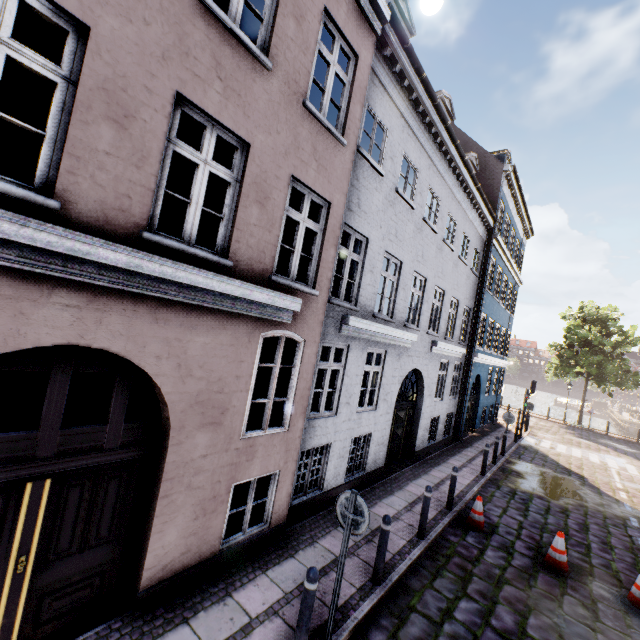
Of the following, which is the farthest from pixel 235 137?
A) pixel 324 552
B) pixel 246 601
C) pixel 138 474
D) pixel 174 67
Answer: pixel 324 552

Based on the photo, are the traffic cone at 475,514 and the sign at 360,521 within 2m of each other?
no

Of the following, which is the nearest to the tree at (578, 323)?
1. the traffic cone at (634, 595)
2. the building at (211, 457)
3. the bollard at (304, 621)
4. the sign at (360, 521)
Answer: the building at (211, 457)

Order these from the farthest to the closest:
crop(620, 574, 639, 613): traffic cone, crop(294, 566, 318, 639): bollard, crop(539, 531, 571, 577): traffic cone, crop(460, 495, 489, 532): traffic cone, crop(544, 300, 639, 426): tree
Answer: crop(544, 300, 639, 426): tree → crop(460, 495, 489, 532): traffic cone → crop(539, 531, 571, 577): traffic cone → crop(620, 574, 639, 613): traffic cone → crop(294, 566, 318, 639): bollard

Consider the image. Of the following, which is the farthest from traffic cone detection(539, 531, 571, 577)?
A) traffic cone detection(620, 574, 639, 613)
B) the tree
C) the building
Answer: the tree

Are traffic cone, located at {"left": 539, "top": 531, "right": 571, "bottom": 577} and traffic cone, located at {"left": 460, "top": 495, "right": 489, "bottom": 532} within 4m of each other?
yes

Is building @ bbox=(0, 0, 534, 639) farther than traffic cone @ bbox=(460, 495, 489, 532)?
No

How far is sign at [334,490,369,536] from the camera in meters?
4.2
